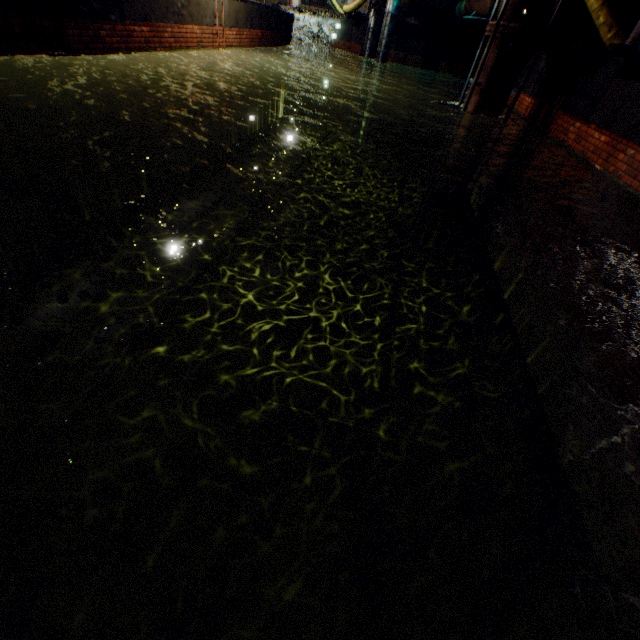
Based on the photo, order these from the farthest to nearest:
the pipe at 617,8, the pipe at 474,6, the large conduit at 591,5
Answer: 1. the pipe at 474,6
2. the pipe at 617,8
3. the large conduit at 591,5

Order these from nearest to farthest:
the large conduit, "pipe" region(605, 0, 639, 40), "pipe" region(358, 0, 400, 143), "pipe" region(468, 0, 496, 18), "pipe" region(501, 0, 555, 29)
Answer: "pipe" region(501, 0, 555, 29), the large conduit, "pipe" region(605, 0, 639, 40), "pipe" region(468, 0, 496, 18), "pipe" region(358, 0, 400, 143)

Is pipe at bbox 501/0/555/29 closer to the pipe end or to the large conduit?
the pipe end

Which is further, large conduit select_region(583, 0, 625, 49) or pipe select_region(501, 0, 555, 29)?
large conduit select_region(583, 0, 625, 49)

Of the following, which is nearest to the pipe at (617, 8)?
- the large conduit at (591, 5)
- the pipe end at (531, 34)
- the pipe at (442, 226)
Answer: the large conduit at (591, 5)

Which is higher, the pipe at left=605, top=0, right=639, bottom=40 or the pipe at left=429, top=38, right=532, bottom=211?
the pipe at left=605, top=0, right=639, bottom=40

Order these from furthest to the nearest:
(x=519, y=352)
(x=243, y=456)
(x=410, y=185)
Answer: (x=410, y=185) → (x=519, y=352) → (x=243, y=456)

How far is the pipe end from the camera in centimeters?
706cm
